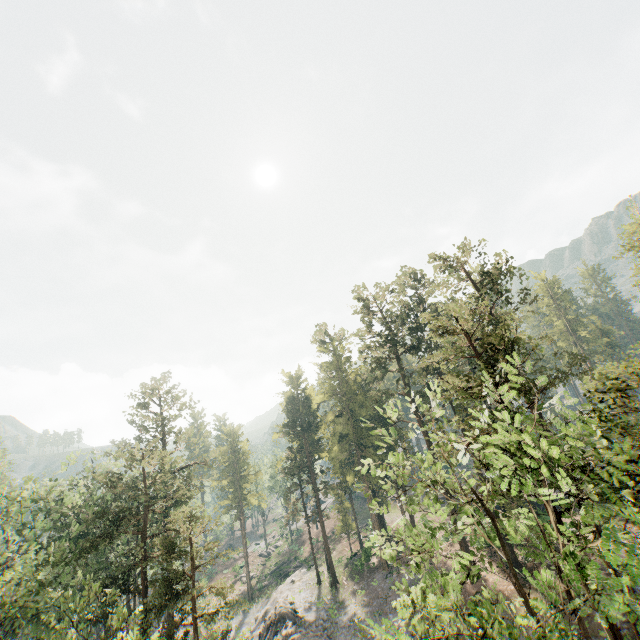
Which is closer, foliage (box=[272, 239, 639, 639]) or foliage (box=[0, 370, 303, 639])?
foliage (box=[272, 239, 639, 639])

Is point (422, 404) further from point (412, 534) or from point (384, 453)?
point (384, 453)

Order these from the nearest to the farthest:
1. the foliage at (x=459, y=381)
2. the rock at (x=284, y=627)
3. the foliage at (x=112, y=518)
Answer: the foliage at (x=459, y=381) < the foliage at (x=112, y=518) < the rock at (x=284, y=627)

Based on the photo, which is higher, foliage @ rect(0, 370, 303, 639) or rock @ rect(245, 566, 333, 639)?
foliage @ rect(0, 370, 303, 639)

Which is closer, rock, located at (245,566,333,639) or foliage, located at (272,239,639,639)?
foliage, located at (272,239,639,639)

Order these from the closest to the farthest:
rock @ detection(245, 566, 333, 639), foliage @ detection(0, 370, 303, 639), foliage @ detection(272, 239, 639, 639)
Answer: foliage @ detection(272, 239, 639, 639) < foliage @ detection(0, 370, 303, 639) < rock @ detection(245, 566, 333, 639)

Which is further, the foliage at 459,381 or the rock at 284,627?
the rock at 284,627
